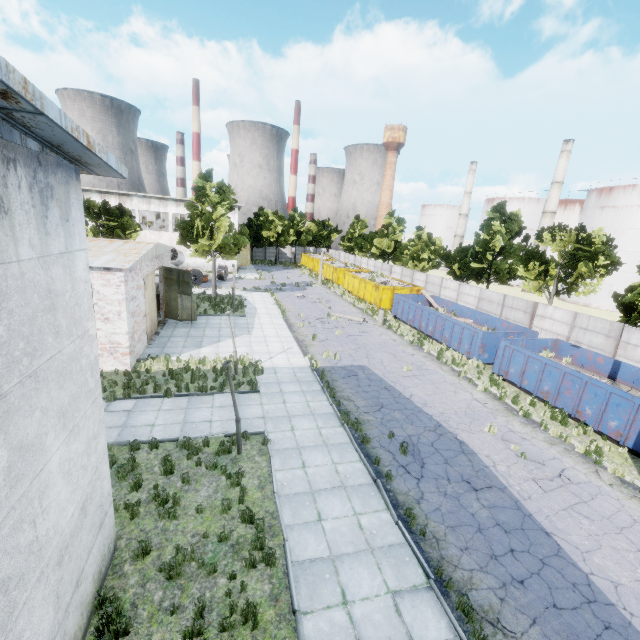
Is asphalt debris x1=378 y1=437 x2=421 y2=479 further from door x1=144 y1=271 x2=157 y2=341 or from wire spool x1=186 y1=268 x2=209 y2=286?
wire spool x1=186 y1=268 x2=209 y2=286

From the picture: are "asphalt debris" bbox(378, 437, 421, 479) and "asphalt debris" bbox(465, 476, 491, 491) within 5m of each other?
yes

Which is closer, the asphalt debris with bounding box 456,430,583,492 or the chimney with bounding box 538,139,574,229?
the asphalt debris with bounding box 456,430,583,492

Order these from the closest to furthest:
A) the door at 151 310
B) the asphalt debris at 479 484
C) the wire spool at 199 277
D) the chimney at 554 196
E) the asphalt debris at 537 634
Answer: the asphalt debris at 537 634, the asphalt debris at 479 484, the door at 151 310, the wire spool at 199 277, the chimney at 554 196

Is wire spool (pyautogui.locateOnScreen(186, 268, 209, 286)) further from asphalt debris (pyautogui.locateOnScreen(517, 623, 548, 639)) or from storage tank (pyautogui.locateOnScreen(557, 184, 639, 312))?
storage tank (pyautogui.locateOnScreen(557, 184, 639, 312))

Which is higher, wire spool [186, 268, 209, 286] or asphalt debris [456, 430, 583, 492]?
wire spool [186, 268, 209, 286]

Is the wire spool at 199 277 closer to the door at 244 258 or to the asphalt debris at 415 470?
the door at 244 258

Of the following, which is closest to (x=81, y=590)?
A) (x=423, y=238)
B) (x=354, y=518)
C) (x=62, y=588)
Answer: (x=62, y=588)
